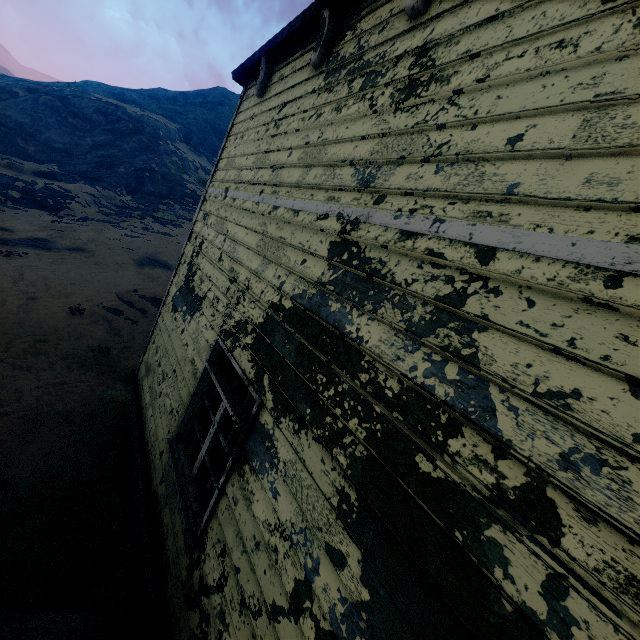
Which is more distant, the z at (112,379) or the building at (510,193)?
the z at (112,379)

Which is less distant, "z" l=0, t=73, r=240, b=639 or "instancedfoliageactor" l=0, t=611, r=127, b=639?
"instancedfoliageactor" l=0, t=611, r=127, b=639

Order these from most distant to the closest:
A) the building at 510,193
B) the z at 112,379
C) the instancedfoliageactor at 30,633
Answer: the z at 112,379 → the instancedfoliageactor at 30,633 → the building at 510,193

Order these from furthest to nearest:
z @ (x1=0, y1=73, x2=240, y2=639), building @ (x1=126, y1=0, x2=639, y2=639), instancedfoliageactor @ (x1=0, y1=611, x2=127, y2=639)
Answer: z @ (x1=0, y1=73, x2=240, y2=639)
instancedfoliageactor @ (x1=0, y1=611, x2=127, y2=639)
building @ (x1=126, y1=0, x2=639, y2=639)

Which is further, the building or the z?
the z

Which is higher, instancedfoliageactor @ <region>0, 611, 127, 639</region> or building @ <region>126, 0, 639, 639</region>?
building @ <region>126, 0, 639, 639</region>

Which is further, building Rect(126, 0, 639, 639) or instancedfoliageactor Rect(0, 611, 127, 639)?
instancedfoliageactor Rect(0, 611, 127, 639)

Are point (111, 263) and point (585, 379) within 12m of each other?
no
